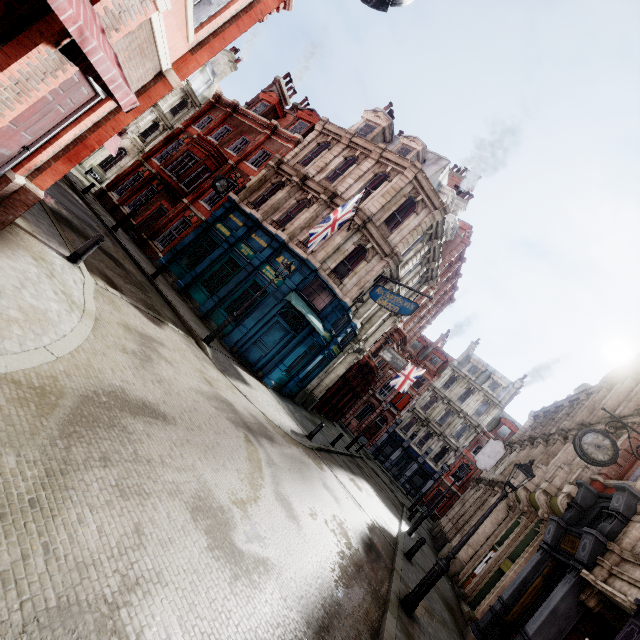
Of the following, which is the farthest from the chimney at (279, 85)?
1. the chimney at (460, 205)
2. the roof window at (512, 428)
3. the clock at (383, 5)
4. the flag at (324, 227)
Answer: the roof window at (512, 428)

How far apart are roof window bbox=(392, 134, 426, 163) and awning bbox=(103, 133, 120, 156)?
26.9 meters

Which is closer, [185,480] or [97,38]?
[97,38]

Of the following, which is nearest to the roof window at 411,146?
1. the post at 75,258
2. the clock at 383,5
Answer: the clock at 383,5

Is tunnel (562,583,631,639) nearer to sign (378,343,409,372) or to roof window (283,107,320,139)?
sign (378,343,409,372)

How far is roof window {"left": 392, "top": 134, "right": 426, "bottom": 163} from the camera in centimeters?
1894cm

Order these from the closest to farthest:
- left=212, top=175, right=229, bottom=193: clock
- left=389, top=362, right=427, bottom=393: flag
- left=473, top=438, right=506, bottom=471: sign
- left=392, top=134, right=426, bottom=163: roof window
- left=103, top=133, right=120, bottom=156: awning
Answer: left=212, top=175, right=229, bottom=193: clock, left=392, top=134, right=426, bottom=163: roof window, left=473, top=438, right=506, bottom=471: sign, left=389, top=362, right=427, bottom=393: flag, left=103, top=133, right=120, bottom=156: awning

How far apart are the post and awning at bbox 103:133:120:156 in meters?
29.0
